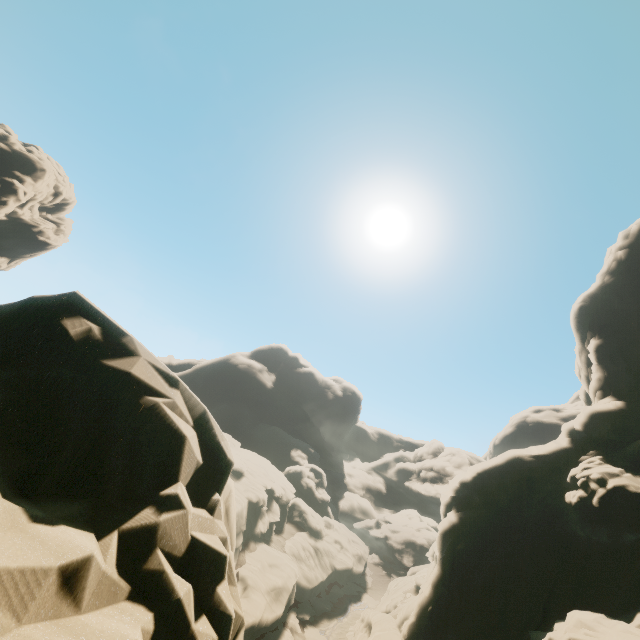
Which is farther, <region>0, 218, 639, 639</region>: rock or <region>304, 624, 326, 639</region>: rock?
<region>304, 624, 326, 639</region>: rock

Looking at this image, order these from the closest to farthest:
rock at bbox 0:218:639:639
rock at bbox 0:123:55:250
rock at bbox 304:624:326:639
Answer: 1. rock at bbox 0:218:639:639
2. rock at bbox 304:624:326:639
3. rock at bbox 0:123:55:250

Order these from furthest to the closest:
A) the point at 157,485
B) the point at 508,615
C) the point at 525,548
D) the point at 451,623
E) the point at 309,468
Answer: the point at 309,468 → the point at 525,548 → the point at 451,623 → the point at 508,615 → the point at 157,485

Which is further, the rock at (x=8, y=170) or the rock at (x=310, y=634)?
the rock at (x=8, y=170)

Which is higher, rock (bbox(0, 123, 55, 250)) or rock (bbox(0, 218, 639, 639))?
rock (bbox(0, 123, 55, 250))

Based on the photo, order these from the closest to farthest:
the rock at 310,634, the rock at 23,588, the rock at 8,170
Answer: the rock at 23,588 → the rock at 310,634 → the rock at 8,170
